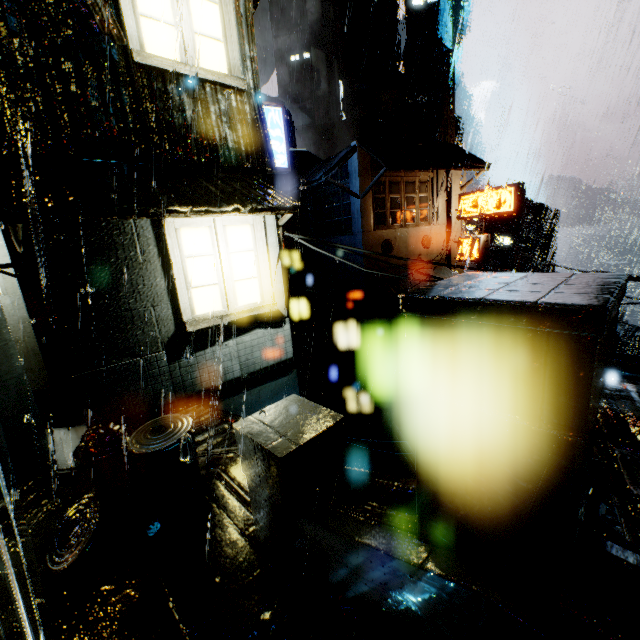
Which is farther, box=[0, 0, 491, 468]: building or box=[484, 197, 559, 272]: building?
→ box=[484, 197, 559, 272]: building

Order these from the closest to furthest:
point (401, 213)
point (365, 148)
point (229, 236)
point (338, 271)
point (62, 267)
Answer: point (62, 267), point (229, 236), point (365, 148), point (401, 213), point (338, 271)

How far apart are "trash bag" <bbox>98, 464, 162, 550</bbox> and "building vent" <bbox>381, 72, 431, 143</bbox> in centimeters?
4456cm

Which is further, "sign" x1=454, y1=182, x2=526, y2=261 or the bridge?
"sign" x1=454, y1=182, x2=526, y2=261

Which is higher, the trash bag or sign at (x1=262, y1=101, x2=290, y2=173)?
sign at (x1=262, y1=101, x2=290, y2=173)

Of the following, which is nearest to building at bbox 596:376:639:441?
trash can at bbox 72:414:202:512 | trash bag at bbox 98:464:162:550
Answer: trash can at bbox 72:414:202:512

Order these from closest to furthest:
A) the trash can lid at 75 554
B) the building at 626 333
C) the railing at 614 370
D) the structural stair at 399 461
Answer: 1. the railing at 614 370
2. the trash can lid at 75 554
3. the structural stair at 399 461
4. the building at 626 333

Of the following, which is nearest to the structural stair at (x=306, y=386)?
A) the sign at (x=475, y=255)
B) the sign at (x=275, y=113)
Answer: the sign at (x=275, y=113)
